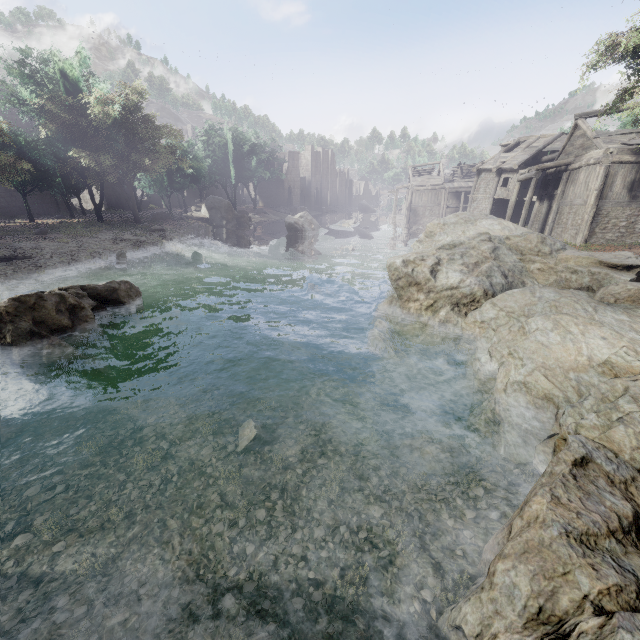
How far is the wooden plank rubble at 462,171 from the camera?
51.6m

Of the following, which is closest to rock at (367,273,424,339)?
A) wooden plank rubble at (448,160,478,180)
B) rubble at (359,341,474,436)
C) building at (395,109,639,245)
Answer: rubble at (359,341,474,436)

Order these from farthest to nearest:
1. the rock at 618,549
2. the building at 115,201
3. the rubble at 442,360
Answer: the building at 115,201 < the rubble at 442,360 < the rock at 618,549

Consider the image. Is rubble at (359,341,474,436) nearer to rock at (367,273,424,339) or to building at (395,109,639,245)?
rock at (367,273,424,339)

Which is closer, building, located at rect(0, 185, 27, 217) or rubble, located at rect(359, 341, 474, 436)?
rubble, located at rect(359, 341, 474, 436)

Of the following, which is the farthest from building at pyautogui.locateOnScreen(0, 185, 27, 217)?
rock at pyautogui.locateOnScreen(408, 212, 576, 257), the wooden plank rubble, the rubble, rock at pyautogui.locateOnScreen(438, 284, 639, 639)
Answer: the rubble

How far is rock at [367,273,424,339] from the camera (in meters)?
11.72

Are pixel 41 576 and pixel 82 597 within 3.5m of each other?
yes
